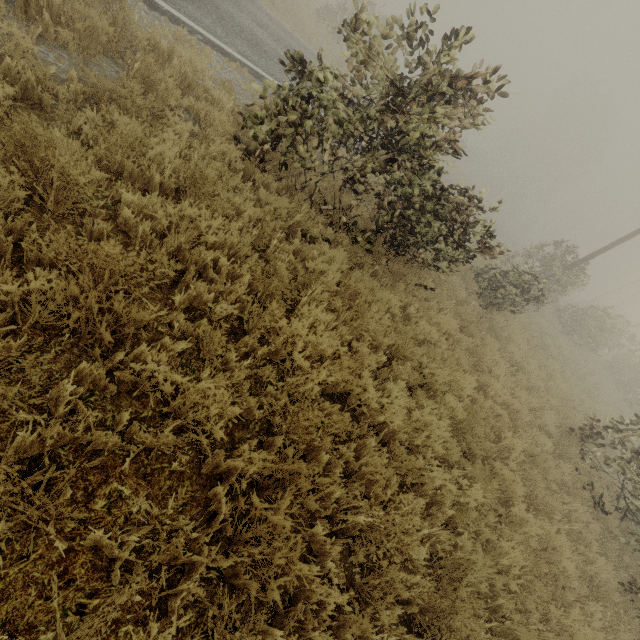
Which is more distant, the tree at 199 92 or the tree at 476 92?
the tree at 199 92

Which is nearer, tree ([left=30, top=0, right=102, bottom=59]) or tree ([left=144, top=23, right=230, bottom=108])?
tree ([left=30, top=0, right=102, bottom=59])

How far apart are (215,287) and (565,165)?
65.13m

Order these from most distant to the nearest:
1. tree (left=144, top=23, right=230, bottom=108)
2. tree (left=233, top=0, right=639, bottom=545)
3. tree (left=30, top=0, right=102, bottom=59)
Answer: tree (left=144, top=23, right=230, bottom=108) < tree (left=233, top=0, right=639, bottom=545) < tree (left=30, top=0, right=102, bottom=59)

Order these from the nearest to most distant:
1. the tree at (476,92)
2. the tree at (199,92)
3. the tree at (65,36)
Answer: the tree at (65,36)
the tree at (476,92)
the tree at (199,92)

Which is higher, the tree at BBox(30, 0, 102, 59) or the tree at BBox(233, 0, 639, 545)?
the tree at BBox(233, 0, 639, 545)

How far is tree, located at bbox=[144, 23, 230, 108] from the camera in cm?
506
